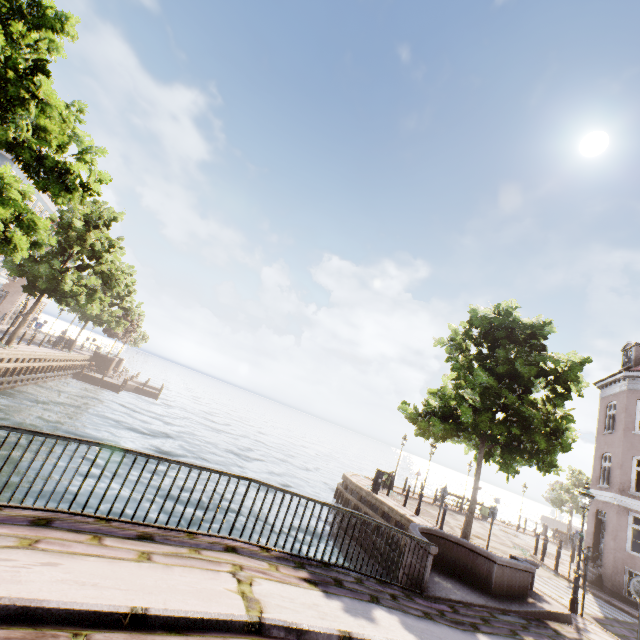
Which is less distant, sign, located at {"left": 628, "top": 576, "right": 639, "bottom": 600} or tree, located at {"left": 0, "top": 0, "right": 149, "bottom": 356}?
sign, located at {"left": 628, "top": 576, "right": 639, "bottom": 600}

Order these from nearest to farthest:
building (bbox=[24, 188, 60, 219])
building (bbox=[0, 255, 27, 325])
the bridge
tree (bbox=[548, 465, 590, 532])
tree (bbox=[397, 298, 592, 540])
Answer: the bridge
tree (bbox=[397, 298, 592, 540])
building (bbox=[24, 188, 60, 219])
building (bbox=[0, 255, 27, 325])
tree (bbox=[548, 465, 590, 532])

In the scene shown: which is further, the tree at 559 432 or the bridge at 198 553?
the tree at 559 432

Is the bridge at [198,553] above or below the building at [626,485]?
below

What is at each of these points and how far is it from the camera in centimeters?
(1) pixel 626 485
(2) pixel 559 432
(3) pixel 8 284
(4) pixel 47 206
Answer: (1) building, 1609cm
(2) tree, 1264cm
(3) building, 3394cm
(4) building, 3375cm

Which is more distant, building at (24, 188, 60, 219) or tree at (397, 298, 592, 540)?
building at (24, 188, 60, 219)

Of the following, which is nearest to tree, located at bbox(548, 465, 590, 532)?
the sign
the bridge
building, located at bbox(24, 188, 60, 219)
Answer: the bridge

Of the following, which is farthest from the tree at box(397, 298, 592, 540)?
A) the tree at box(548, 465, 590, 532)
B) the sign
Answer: the tree at box(548, 465, 590, 532)
